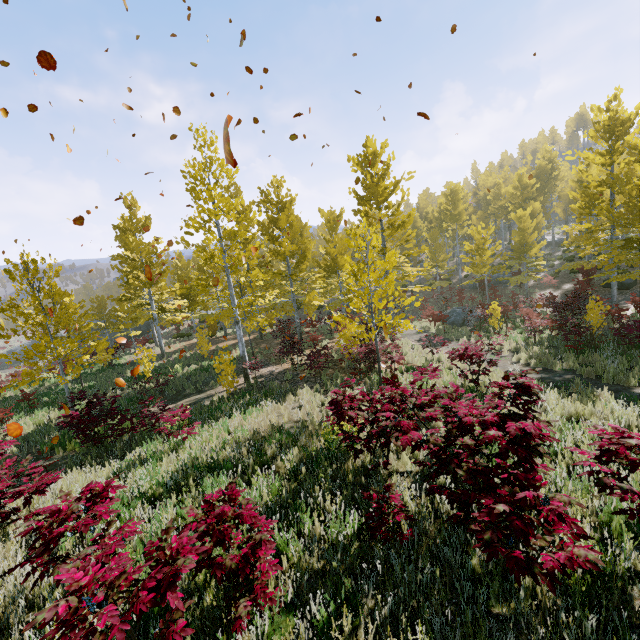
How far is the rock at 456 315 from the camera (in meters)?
19.68

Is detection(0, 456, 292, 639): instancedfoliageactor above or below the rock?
above

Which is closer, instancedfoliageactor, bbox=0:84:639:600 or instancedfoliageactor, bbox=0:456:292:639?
instancedfoliageactor, bbox=0:456:292:639

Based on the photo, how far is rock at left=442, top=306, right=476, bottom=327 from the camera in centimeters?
1968cm

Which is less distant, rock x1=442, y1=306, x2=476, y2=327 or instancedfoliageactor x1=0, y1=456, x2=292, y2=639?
instancedfoliageactor x1=0, y1=456, x2=292, y2=639

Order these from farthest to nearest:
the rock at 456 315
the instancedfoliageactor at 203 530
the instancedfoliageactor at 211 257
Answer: the rock at 456 315 < the instancedfoliageactor at 211 257 < the instancedfoliageactor at 203 530

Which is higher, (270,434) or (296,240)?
(296,240)
